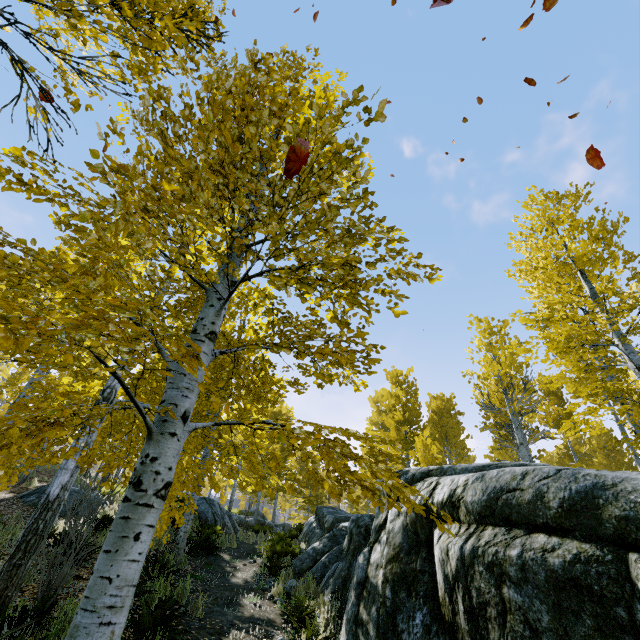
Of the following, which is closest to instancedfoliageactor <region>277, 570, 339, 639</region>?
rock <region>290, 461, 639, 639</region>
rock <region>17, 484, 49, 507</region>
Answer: rock <region>290, 461, 639, 639</region>

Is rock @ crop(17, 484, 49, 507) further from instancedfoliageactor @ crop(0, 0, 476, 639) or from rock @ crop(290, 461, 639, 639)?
rock @ crop(290, 461, 639, 639)

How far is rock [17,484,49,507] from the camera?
11.6m

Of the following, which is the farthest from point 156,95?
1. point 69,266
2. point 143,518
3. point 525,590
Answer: point 525,590

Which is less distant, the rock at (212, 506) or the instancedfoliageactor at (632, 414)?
the instancedfoliageactor at (632, 414)

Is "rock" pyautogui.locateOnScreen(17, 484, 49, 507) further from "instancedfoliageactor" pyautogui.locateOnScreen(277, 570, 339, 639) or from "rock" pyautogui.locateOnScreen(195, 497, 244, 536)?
"rock" pyautogui.locateOnScreen(195, 497, 244, 536)

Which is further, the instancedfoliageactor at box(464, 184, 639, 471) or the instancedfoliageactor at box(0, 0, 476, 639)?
the instancedfoliageactor at box(464, 184, 639, 471)
